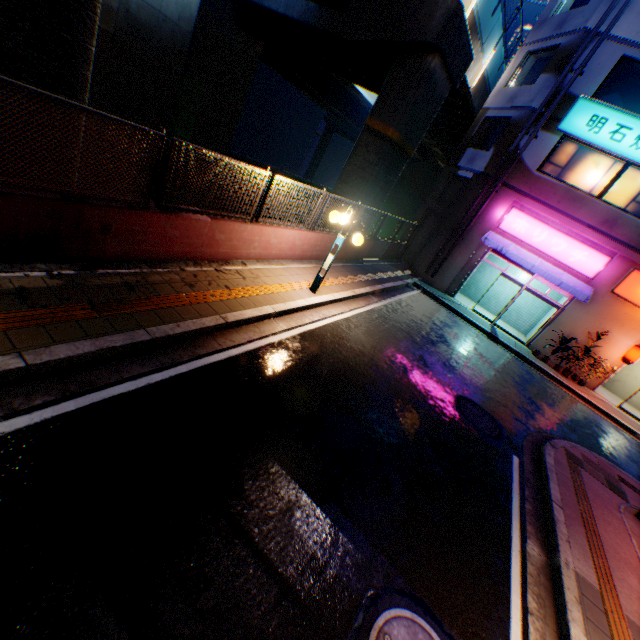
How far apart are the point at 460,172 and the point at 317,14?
9.80m

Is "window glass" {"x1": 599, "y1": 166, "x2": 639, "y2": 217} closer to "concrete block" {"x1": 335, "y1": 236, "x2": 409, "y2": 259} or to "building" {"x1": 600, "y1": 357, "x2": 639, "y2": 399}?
"building" {"x1": 600, "y1": 357, "x2": 639, "y2": 399}

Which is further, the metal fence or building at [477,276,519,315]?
building at [477,276,519,315]

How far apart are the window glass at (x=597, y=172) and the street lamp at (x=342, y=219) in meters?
12.3

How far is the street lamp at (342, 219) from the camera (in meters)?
7.70

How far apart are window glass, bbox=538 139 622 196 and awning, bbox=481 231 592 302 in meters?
3.0 m

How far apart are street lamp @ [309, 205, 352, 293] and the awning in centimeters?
1016cm

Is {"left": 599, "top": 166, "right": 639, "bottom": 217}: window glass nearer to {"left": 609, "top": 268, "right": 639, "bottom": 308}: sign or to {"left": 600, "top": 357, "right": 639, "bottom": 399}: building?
{"left": 600, "top": 357, "right": 639, "bottom": 399}: building
